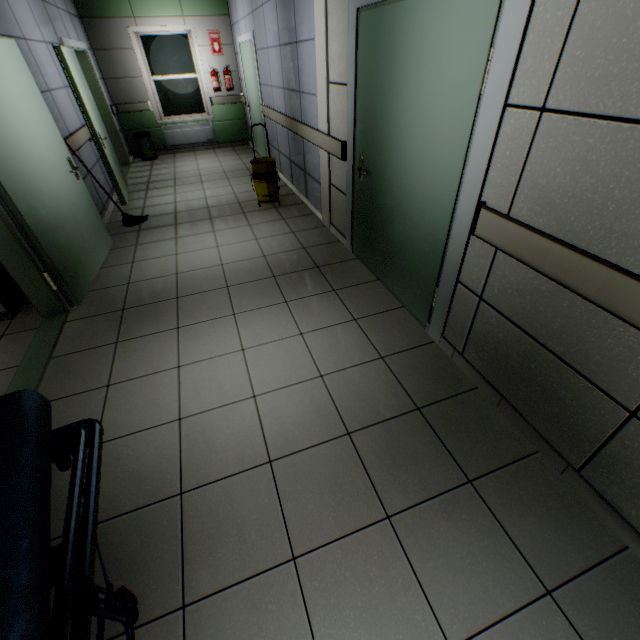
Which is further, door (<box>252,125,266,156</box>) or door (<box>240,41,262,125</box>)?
door (<box>252,125,266,156</box>)

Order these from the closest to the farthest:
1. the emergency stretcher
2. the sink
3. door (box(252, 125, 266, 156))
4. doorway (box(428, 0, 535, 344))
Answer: the emergency stretcher
doorway (box(428, 0, 535, 344))
the sink
door (box(252, 125, 266, 156))

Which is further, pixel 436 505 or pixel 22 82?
pixel 22 82

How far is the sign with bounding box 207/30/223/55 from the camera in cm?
725

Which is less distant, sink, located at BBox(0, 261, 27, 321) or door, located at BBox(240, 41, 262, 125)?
sink, located at BBox(0, 261, 27, 321)

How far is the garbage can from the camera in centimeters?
755cm

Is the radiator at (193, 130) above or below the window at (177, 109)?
below

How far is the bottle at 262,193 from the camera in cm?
483
